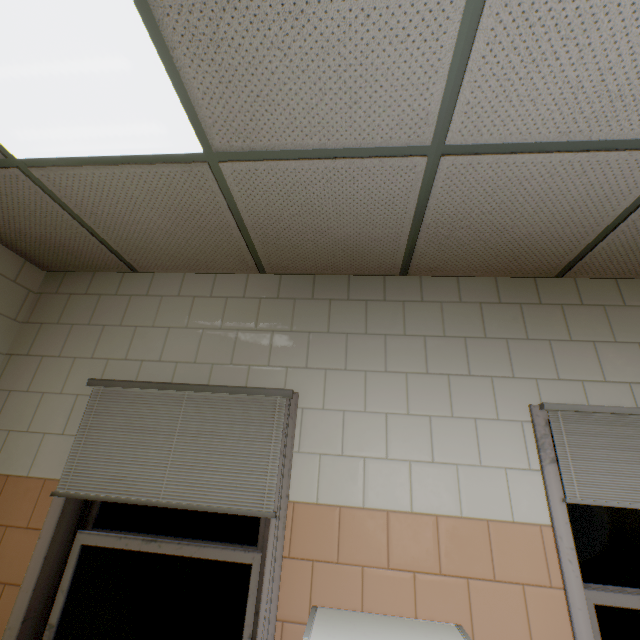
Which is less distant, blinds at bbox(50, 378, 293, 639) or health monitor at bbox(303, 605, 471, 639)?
health monitor at bbox(303, 605, 471, 639)

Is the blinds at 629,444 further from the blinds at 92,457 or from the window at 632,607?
the blinds at 92,457

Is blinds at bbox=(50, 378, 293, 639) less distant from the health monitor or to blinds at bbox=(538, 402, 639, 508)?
the health monitor

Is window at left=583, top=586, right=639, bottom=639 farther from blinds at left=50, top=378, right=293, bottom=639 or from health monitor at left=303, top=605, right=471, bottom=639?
blinds at left=50, top=378, right=293, bottom=639

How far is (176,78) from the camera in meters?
1.2

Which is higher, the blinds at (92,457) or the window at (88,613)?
the blinds at (92,457)

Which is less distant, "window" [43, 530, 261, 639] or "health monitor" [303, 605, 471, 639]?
"health monitor" [303, 605, 471, 639]

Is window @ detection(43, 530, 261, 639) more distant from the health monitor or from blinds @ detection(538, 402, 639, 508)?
blinds @ detection(538, 402, 639, 508)
